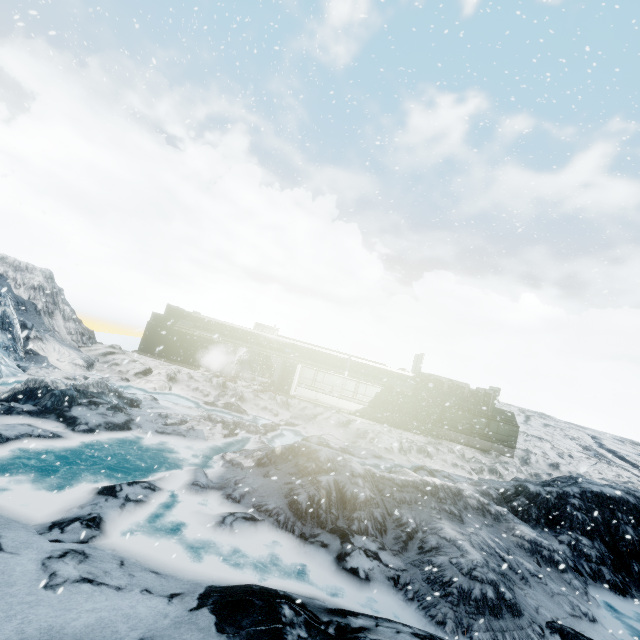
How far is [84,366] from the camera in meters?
20.0
